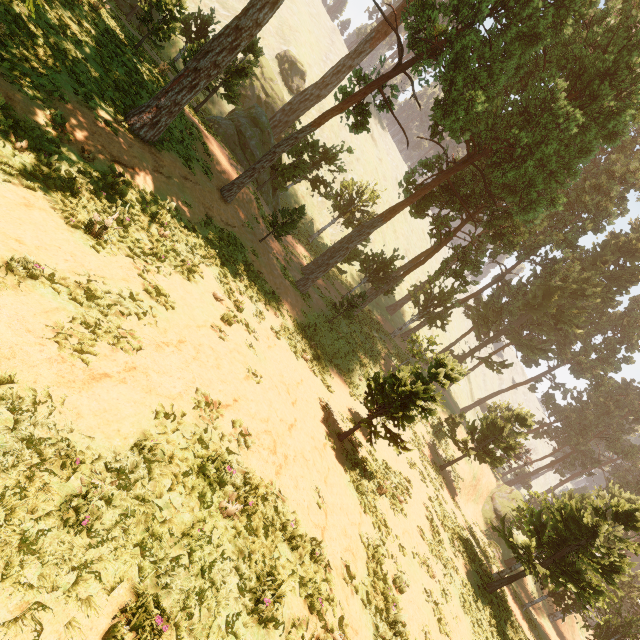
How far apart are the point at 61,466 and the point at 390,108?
20.59m
